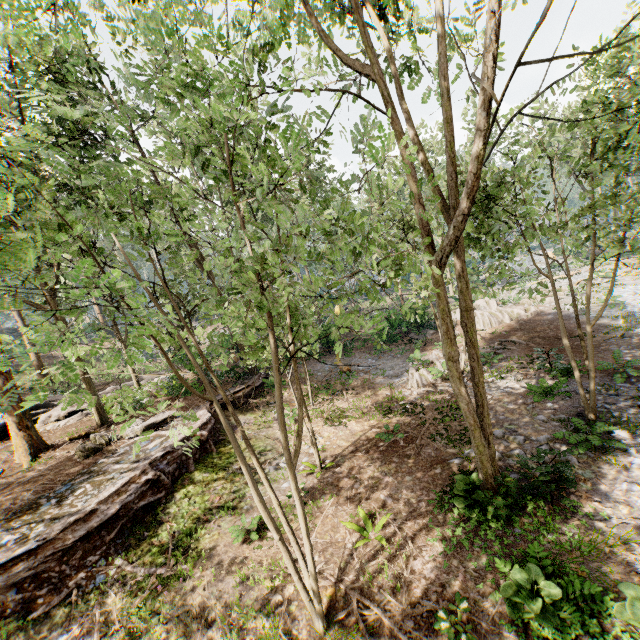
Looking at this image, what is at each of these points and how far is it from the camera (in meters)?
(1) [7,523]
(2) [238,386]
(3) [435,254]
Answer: (1) ground embankment, 9.40
(2) ground embankment, 17.84
(3) foliage, 6.27

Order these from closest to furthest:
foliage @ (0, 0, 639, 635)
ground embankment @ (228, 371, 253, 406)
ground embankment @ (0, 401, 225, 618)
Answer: foliage @ (0, 0, 639, 635)
ground embankment @ (0, 401, 225, 618)
ground embankment @ (228, 371, 253, 406)

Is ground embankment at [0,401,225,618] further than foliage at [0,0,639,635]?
Yes

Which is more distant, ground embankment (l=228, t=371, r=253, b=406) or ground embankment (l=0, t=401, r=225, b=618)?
ground embankment (l=228, t=371, r=253, b=406)

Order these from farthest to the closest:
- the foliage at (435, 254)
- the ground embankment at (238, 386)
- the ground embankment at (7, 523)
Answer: the ground embankment at (238, 386), the ground embankment at (7, 523), the foliage at (435, 254)

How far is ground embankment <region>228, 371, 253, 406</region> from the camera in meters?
17.4 m

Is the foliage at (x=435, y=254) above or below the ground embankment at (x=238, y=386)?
above
